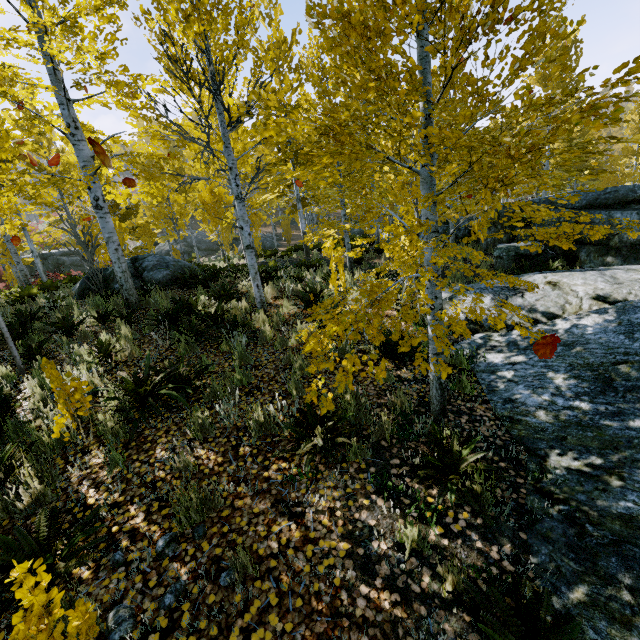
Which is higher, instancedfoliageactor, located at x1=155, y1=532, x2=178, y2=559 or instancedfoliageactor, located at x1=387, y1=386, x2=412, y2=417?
instancedfoliageactor, located at x1=387, y1=386, x2=412, y2=417

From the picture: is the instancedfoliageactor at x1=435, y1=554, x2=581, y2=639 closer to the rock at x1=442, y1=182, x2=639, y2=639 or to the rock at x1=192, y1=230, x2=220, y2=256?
the rock at x1=442, y1=182, x2=639, y2=639

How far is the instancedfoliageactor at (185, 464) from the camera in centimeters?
326cm

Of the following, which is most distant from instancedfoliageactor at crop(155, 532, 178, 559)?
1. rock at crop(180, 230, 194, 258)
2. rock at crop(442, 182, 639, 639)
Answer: rock at crop(180, 230, 194, 258)

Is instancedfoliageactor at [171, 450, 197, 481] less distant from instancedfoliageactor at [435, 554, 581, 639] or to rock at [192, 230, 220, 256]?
instancedfoliageactor at [435, 554, 581, 639]

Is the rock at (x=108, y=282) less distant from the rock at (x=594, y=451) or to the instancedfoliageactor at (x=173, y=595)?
the instancedfoliageactor at (x=173, y=595)

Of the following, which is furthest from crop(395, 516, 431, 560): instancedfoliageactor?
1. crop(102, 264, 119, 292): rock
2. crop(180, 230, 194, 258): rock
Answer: crop(180, 230, 194, 258): rock

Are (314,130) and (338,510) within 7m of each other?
no
